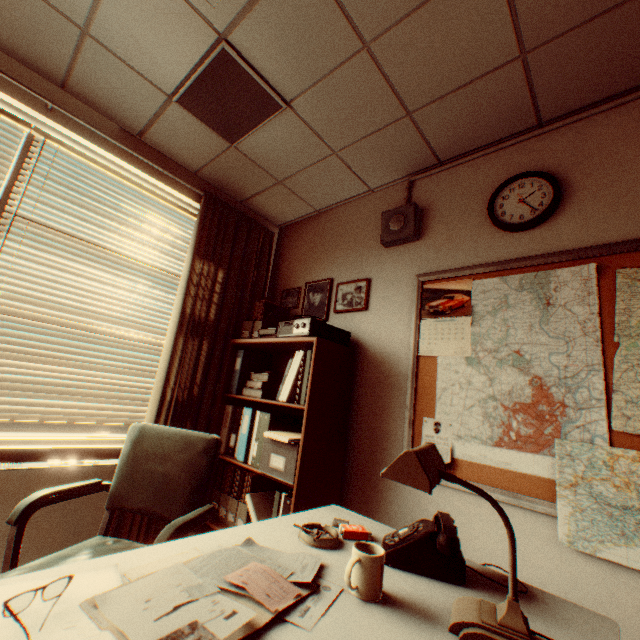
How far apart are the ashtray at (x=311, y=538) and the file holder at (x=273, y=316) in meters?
1.8

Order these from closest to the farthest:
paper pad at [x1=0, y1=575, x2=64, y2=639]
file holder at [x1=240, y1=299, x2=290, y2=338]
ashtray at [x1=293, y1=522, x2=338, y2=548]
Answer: paper pad at [x1=0, y1=575, x2=64, y2=639]
ashtray at [x1=293, y1=522, x2=338, y2=548]
file holder at [x1=240, y1=299, x2=290, y2=338]

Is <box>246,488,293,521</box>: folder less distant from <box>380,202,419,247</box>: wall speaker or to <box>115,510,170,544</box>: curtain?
<box>115,510,170,544</box>: curtain

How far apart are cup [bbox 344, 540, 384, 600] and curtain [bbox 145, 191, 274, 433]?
2.0 meters

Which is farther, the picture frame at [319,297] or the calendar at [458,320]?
the picture frame at [319,297]

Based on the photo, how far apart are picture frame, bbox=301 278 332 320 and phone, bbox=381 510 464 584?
1.9m

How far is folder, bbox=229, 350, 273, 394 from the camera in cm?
290

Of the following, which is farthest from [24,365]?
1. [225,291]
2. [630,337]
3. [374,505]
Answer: [630,337]
